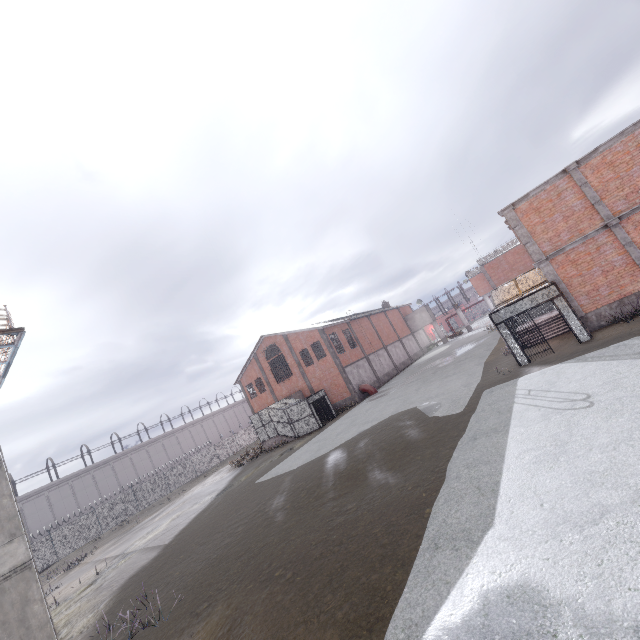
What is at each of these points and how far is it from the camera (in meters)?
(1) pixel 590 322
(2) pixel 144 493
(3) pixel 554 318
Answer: (1) foundation, 14.90
(2) fence, 39.72
(3) stair, 18.72

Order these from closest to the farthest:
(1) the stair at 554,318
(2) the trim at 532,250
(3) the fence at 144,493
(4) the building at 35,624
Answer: (4) the building at 35,624 → (2) the trim at 532,250 → (1) the stair at 554,318 → (3) the fence at 144,493

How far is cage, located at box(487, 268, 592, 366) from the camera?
14.1m

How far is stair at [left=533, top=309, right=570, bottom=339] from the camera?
17.6m

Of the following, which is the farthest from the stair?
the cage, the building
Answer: the building

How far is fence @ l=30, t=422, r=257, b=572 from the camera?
32.0 meters

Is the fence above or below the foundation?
above

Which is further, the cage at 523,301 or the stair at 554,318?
the stair at 554,318
